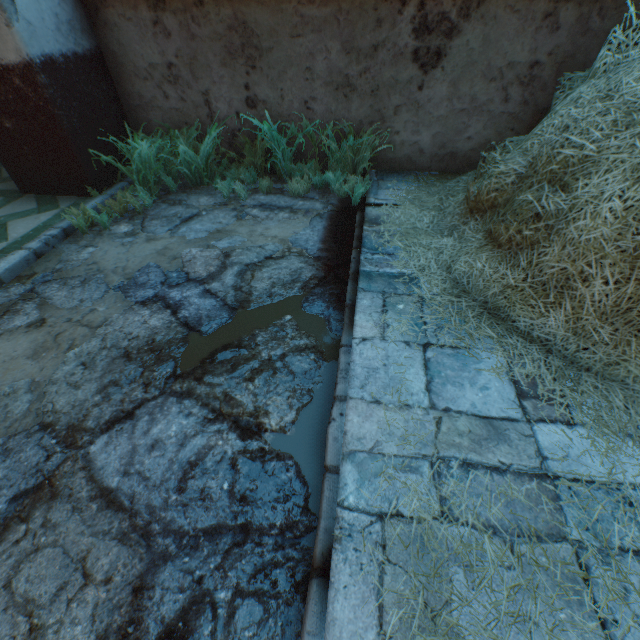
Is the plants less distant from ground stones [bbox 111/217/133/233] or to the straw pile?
ground stones [bbox 111/217/133/233]

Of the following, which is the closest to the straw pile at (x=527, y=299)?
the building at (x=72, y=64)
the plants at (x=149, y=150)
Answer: the building at (x=72, y=64)

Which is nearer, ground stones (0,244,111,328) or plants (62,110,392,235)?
ground stones (0,244,111,328)

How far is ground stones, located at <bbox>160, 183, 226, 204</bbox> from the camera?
3.6 meters

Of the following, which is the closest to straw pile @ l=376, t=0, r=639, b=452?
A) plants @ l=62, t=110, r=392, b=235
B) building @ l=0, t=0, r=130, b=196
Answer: building @ l=0, t=0, r=130, b=196

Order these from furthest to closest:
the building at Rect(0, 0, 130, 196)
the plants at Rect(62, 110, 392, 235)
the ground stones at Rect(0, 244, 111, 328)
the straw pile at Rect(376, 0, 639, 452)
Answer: the plants at Rect(62, 110, 392, 235) < the building at Rect(0, 0, 130, 196) < the ground stones at Rect(0, 244, 111, 328) < the straw pile at Rect(376, 0, 639, 452)

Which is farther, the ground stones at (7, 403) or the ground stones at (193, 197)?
the ground stones at (193, 197)

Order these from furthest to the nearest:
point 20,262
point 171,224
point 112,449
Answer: point 171,224
point 20,262
point 112,449
